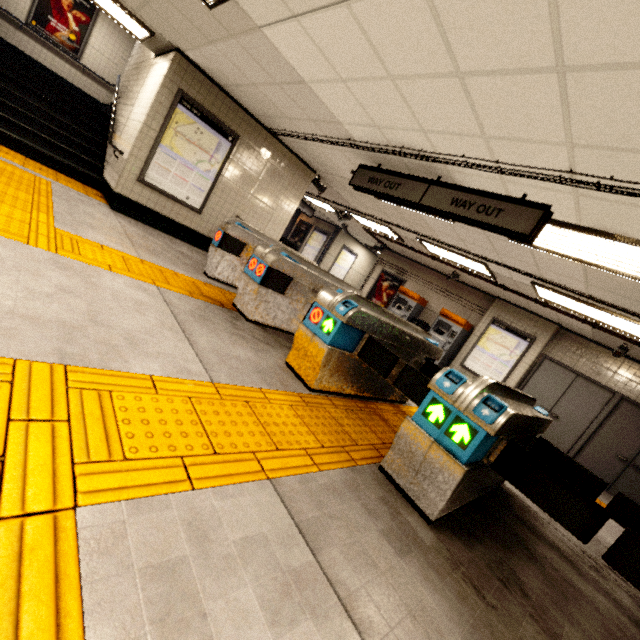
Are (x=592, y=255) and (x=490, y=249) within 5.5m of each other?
yes

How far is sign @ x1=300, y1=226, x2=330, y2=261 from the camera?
15.8 meters

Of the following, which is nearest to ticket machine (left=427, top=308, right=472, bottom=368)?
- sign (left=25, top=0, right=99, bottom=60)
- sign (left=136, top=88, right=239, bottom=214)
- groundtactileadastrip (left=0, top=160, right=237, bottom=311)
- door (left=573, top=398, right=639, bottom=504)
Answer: groundtactileadastrip (left=0, top=160, right=237, bottom=311)

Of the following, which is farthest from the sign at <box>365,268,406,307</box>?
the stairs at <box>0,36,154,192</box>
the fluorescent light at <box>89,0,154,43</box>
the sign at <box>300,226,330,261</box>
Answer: Answer: the fluorescent light at <box>89,0,154,43</box>

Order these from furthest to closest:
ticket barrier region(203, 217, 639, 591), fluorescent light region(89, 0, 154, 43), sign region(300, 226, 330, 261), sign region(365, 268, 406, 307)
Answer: sign region(300, 226, 330, 261) → sign region(365, 268, 406, 307) → fluorescent light region(89, 0, 154, 43) → ticket barrier region(203, 217, 639, 591)

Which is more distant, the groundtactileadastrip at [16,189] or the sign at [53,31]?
the sign at [53,31]

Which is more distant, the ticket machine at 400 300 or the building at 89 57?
the ticket machine at 400 300

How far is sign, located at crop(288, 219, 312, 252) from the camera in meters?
16.8
